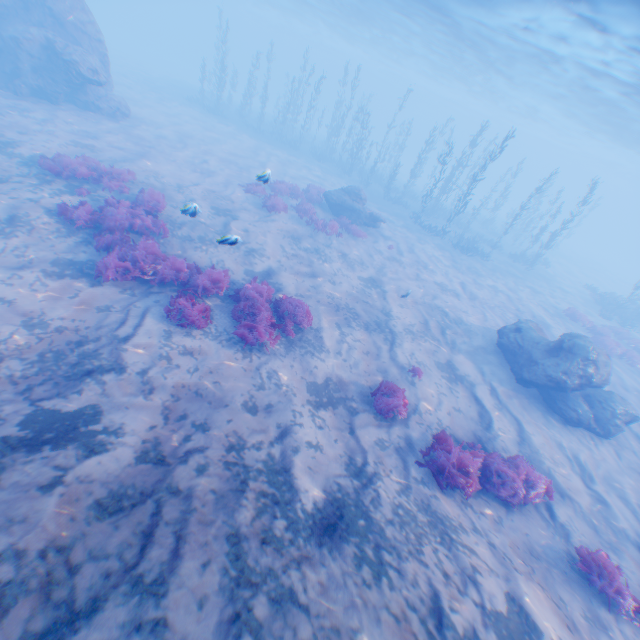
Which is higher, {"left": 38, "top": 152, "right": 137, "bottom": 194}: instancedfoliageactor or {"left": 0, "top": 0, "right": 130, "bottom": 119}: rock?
{"left": 0, "top": 0, "right": 130, "bottom": 119}: rock

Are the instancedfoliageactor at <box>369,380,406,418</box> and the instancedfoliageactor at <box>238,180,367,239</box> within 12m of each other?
yes

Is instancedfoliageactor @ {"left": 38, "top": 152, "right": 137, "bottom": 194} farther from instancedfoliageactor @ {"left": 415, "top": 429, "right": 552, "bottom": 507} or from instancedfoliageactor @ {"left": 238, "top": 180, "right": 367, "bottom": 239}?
instancedfoliageactor @ {"left": 415, "top": 429, "right": 552, "bottom": 507}

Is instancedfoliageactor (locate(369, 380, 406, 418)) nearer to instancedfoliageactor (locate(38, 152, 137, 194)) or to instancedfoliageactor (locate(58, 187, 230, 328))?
instancedfoliageactor (locate(58, 187, 230, 328))

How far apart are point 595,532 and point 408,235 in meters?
19.1 m

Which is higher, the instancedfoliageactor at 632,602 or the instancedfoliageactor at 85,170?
the instancedfoliageactor at 632,602

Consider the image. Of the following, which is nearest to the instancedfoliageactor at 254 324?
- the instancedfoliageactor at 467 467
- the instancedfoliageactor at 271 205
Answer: the instancedfoliageactor at 467 467

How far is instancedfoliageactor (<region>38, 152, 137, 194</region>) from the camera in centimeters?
1194cm
